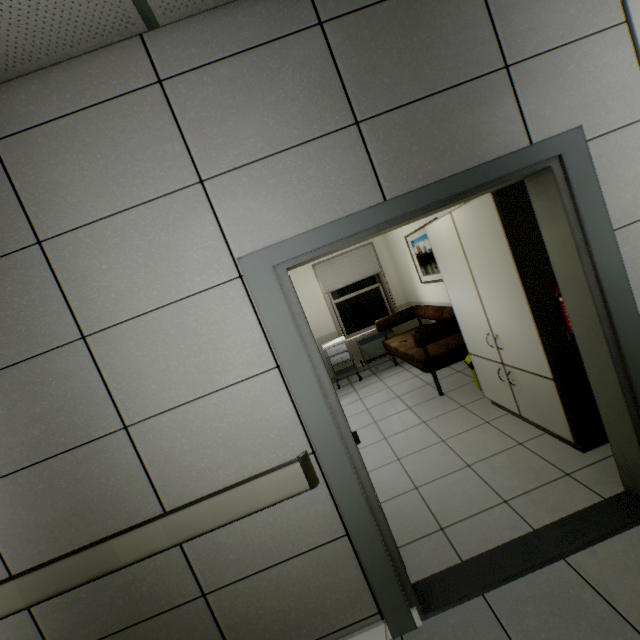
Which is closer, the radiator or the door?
the door

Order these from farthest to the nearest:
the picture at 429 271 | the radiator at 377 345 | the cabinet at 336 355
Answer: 1. the radiator at 377 345
2. the cabinet at 336 355
3. the picture at 429 271

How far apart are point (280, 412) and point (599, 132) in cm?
220

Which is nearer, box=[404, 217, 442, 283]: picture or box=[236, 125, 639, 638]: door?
box=[236, 125, 639, 638]: door

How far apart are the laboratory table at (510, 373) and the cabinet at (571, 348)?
0.02m

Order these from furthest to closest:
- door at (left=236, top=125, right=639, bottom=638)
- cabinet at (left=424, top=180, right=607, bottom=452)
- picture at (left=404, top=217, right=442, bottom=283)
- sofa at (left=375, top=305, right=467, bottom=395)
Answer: picture at (left=404, top=217, right=442, bottom=283) → sofa at (left=375, top=305, right=467, bottom=395) → cabinet at (left=424, top=180, right=607, bottom=452) → door at (left=236, top=125, right=639, bottom=638)

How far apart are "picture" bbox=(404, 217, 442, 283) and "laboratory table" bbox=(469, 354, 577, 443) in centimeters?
128cm

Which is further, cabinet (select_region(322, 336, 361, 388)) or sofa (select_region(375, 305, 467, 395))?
cabinet (select_region(322, 336, 361, 388))
